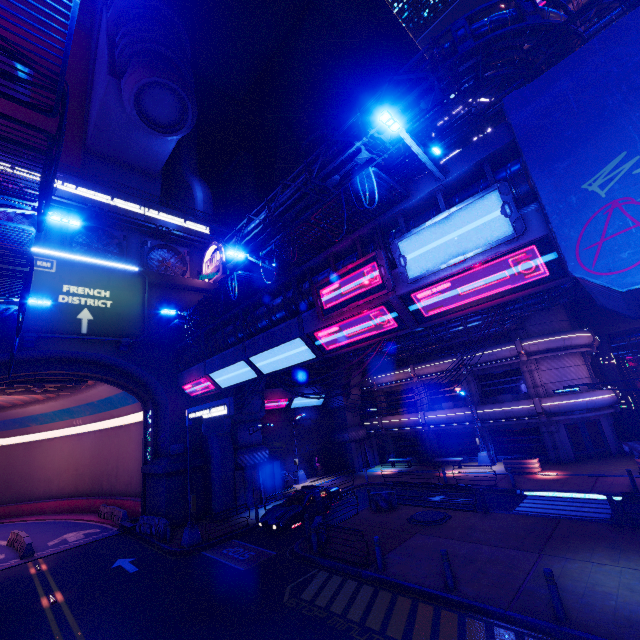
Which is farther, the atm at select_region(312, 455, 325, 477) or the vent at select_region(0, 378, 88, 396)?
the atm at select_region(312, 455, 325, 477)

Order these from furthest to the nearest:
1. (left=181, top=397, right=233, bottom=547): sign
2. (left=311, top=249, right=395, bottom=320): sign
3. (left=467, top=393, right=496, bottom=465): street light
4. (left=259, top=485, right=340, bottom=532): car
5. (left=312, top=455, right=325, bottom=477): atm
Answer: (left=312, top=455, right=325, bottom=477): atm → (left=467, top=393, right=496, bottom=465): street light → (left=259, top=485, right=340, bottom=532): car → (left=181, top=397, right=233, bottom=547): sign → (left=311, top=249, right=395, bottom=320): sign

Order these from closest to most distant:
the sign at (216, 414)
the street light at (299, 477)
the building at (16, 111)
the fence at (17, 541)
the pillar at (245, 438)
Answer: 1. the sign at (216, 414)
2. the fence at (17, 541)
3. the pillar at (245, 438)
4. the street light at (299, 477)
5. the building at (16, 111)

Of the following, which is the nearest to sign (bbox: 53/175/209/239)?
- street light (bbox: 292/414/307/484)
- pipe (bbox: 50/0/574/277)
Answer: pipe (bbox: 50/0/574/277)

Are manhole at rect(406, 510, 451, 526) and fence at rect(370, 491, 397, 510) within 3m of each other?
yes

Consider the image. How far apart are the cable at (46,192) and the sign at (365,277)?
8.7 meters

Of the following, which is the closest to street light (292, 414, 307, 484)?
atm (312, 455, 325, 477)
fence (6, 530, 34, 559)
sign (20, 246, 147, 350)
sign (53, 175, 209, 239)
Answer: atm (312, 455, 325, 477)

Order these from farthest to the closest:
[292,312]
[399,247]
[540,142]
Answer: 1. [292,312]
2. [399,247]
3. [540,142]
